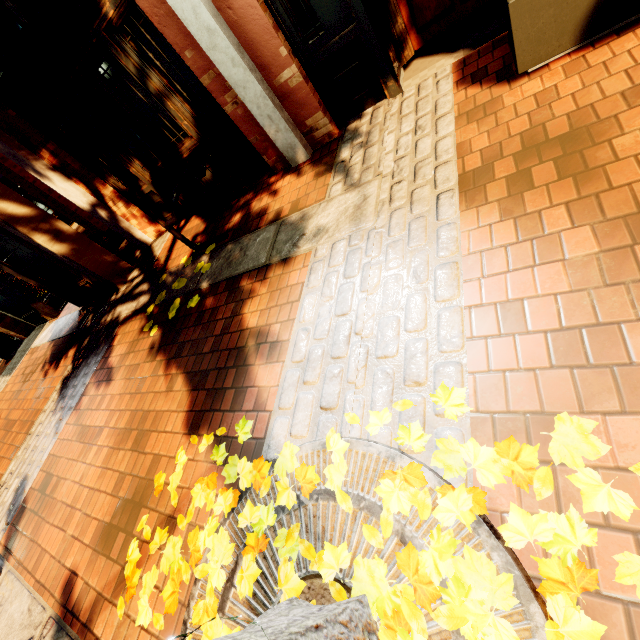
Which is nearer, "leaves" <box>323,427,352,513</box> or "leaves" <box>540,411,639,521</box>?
"leaves" <box>540,411,639,521</box>

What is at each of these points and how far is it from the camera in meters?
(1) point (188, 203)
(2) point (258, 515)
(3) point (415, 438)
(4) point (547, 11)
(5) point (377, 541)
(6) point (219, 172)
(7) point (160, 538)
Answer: (1) building, 5.6
(2) leaves, 1.9
(3) leaves, 1.6
(4) planter, 2.2
(5) leaves, 1.5
(6) building, 5.0
(7) leaves, 2.2

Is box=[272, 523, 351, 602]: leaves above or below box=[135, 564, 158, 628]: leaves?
below

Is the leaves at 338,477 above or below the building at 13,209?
below

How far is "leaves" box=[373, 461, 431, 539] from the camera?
1.4m

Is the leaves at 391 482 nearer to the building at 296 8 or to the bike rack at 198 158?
the bike rack at 198 158
